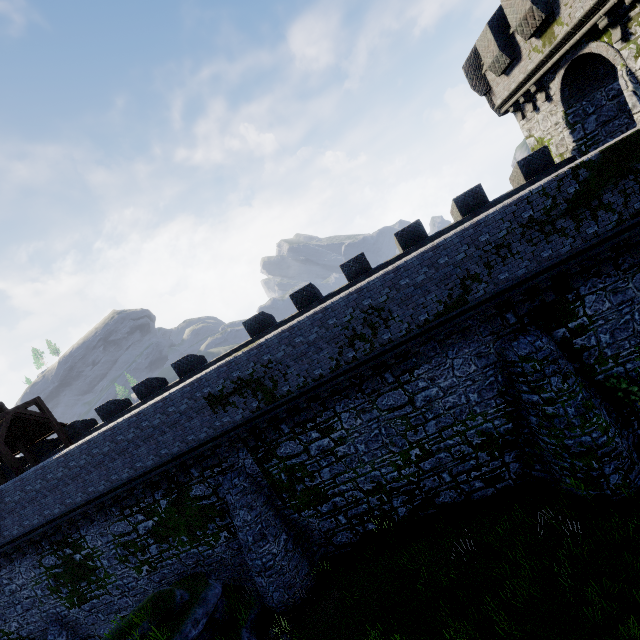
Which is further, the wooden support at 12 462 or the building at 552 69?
the wooden support at 12 462

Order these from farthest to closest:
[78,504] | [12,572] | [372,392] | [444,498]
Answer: [12,572] < [78,504] < [444,498] < [372,392]

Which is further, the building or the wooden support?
the wooden support
